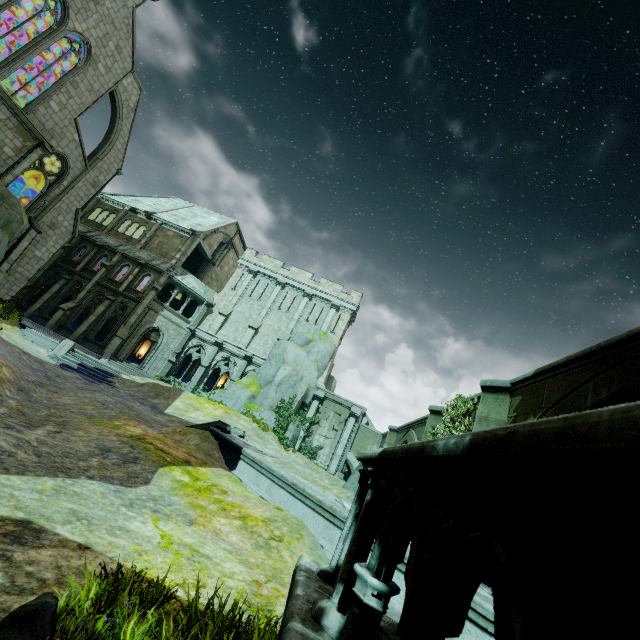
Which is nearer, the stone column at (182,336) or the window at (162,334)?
the window at (162,334)

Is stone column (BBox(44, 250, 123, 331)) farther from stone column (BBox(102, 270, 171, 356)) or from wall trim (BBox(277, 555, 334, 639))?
wall trim (BBox(277, 555, 334, 639))

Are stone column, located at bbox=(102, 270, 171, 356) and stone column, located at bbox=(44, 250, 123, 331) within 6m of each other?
yes

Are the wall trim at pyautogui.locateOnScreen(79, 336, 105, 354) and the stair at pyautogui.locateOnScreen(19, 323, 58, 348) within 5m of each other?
no

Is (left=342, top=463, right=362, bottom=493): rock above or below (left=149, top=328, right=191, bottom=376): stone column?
below

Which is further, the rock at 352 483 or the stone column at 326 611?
the rock at 352 483

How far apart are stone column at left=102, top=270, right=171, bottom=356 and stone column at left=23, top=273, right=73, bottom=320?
6.7m

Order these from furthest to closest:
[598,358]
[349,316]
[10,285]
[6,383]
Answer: [349,316] < [10,285] < [6,383] < [598,358]
